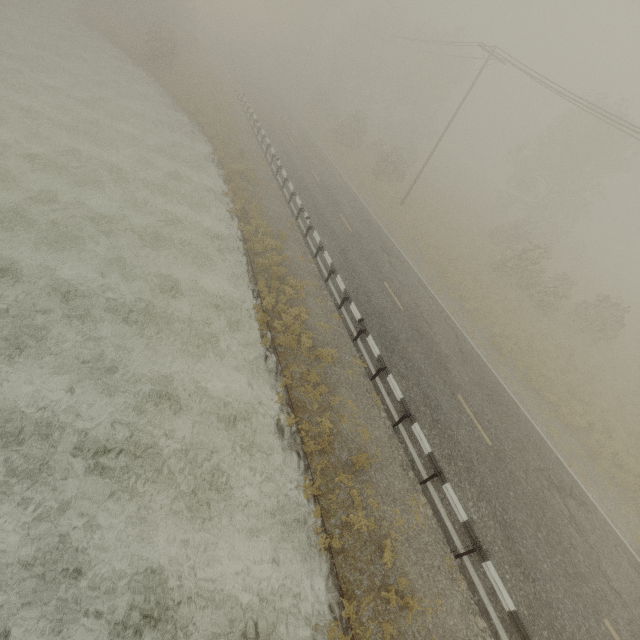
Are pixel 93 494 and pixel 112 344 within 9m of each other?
yes
